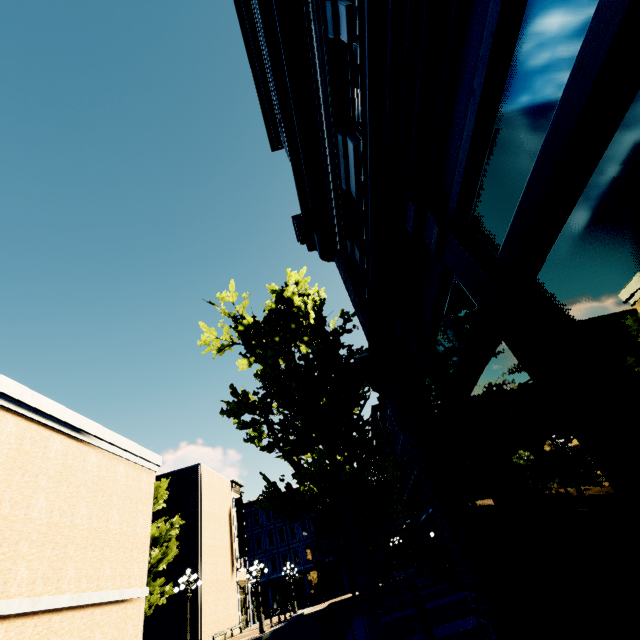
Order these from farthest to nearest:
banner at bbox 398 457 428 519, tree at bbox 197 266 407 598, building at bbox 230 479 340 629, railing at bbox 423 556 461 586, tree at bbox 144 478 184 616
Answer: building at bbox 230 479 340 629
banner at bbox 398 457 428 519
tree at bbox 144 478 184 616
railing at bbox 423 556 461 586
tree at bbox 197 266 407 598

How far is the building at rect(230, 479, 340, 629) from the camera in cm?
3070

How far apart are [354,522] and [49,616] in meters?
13.1 m

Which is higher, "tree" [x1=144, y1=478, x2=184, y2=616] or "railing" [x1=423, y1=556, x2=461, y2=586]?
"tree" [x1=144, y1=478, x2=184, y2=616]

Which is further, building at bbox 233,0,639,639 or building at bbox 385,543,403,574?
building at bbox 385,543,403,574

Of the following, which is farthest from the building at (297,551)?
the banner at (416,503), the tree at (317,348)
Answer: the tree at (317,348)

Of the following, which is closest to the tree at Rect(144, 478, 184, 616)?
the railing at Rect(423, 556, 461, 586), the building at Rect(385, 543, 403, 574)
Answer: the building at Rect(385, 543, 403, 574)

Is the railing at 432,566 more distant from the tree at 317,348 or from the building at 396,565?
the building at 396,565
